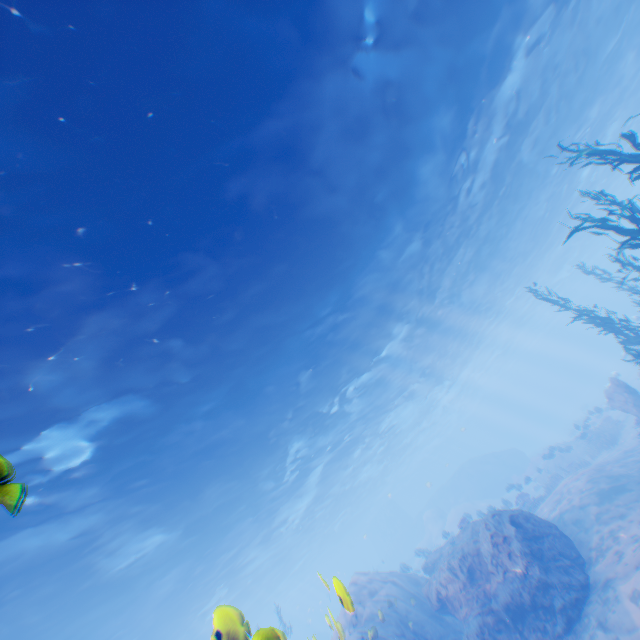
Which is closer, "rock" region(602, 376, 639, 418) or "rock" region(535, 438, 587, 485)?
"rock" region(602, 376, 639, 418)

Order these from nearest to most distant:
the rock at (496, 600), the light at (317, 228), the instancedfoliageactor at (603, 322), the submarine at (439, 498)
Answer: the light at (317, 228), the rock at (496, 600), the instancedfoliageactor at (603, 322), the submarine at (439, 498)

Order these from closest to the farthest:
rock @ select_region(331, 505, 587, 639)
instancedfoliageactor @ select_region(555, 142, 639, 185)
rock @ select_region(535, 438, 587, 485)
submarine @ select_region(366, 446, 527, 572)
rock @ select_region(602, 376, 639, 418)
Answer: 1. instancedfoliageactor @ select_region(555, 142, 639, 185)
2. rock @ select_region(331, 505, 587, 639)
3. rock @ select_region(602, 376, 639, 418)
4. rock @ select_region(535, 438, 587, 485)
5. submarine @ select_region(366, 446, 527, 572)

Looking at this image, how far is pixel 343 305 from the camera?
14.7 meters

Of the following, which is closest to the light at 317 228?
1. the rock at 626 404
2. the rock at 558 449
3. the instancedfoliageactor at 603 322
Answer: the instancedfoliageactor at 603 322

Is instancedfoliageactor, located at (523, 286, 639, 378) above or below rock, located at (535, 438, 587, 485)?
above

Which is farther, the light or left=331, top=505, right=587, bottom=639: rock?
left=331, top=505, right=587, bottom=639: rock

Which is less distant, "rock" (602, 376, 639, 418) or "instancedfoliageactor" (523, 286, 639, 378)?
"instancedfoliageactor" (523, 286, 639, 378)
